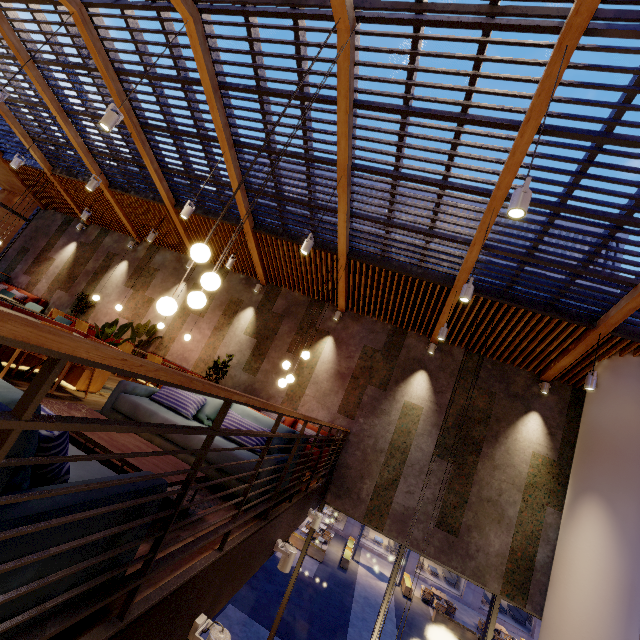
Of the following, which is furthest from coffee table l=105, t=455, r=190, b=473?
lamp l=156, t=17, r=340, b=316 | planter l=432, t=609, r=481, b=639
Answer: planter l=432, t=609, r=481, b=639

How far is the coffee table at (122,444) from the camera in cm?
253

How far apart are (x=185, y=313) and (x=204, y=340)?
1.23m

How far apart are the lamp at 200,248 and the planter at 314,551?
18.1m

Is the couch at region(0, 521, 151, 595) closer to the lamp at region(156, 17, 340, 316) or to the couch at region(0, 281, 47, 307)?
the lamp at region(156, 17, 340, 316)

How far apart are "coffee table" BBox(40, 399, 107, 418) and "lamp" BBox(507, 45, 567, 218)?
3.7 meters

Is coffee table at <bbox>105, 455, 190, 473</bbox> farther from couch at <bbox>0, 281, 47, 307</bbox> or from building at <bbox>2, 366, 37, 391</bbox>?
couch at <bbox>0, 281, 47, 307</bbox>

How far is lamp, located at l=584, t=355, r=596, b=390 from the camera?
5.79m
